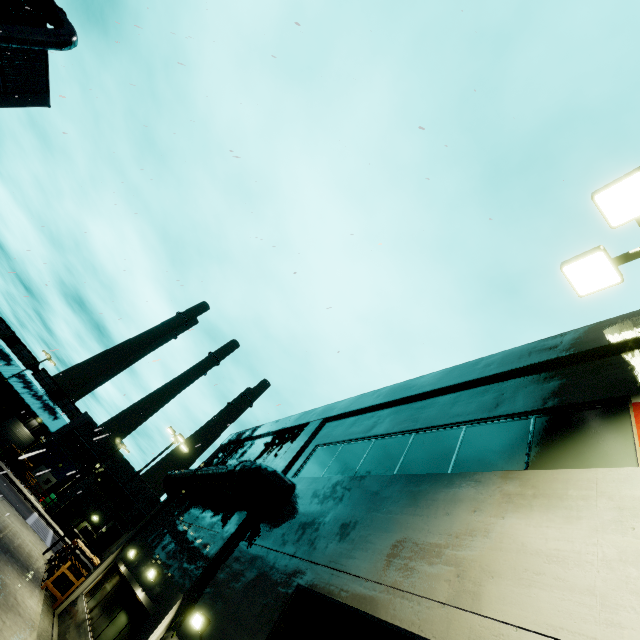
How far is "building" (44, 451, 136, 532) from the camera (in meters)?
38.03

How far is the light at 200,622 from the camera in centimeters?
703cm

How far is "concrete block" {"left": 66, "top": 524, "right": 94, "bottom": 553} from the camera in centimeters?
3709cm

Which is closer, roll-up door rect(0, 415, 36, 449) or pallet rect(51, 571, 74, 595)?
pallet rect(51, 571, 74, 595)

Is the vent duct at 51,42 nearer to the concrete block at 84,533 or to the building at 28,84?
the building at 28,84

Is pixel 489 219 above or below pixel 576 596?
above

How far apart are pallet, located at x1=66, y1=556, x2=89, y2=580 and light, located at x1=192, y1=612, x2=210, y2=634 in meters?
14.4

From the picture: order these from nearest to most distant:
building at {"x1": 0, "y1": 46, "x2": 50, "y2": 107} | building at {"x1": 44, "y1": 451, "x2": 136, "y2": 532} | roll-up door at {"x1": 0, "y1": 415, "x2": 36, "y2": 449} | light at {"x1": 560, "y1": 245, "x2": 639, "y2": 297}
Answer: light at {"x1": 560, "y1": 245, "x2": 639, "y2": 297} < building at {"x1": 0, "y1": 46, "x2": 50, "y2": 107} < building at {"x1": 44, "y1": 451, "x2": 136, "y2": 532} < roll-up door at {"x1": 0, "y1": 415, "x2": 36, "y2": 449}
